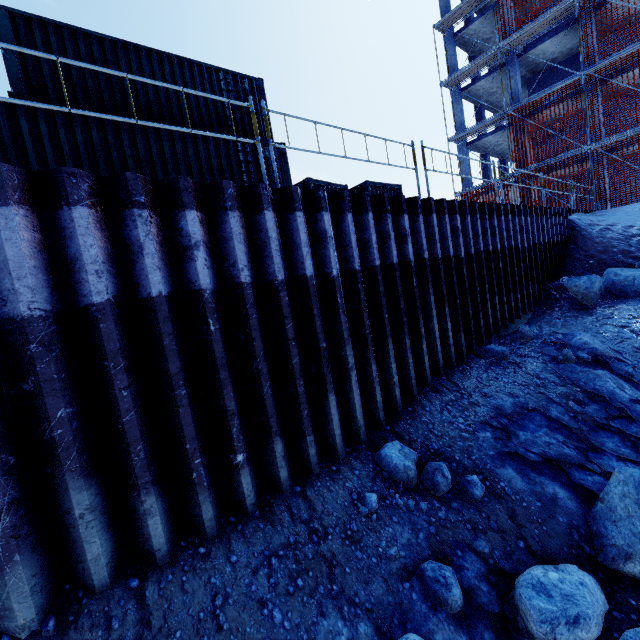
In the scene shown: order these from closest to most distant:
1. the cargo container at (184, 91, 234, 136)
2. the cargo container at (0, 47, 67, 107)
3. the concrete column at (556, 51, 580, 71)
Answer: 1. the cargo container at (0, 47, 67, 107)
2. the cargo container at (184, 91, 234, 136)
3. the concrete column at (556, 51, 580, 71)

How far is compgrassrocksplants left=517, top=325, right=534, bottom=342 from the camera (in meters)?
7.85

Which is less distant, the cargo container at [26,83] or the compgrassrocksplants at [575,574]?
the compgrassrocksplants at [575,574]

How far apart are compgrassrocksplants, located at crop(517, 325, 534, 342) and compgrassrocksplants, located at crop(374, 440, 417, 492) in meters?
4.8 m

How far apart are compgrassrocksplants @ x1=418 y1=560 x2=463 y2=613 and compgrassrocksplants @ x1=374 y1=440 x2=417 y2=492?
0.9m

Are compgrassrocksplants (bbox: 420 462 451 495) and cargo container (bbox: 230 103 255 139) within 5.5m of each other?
no

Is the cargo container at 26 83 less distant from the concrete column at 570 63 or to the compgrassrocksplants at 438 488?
the compgrassrocksplants at 438 488

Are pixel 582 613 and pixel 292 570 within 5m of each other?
yes
